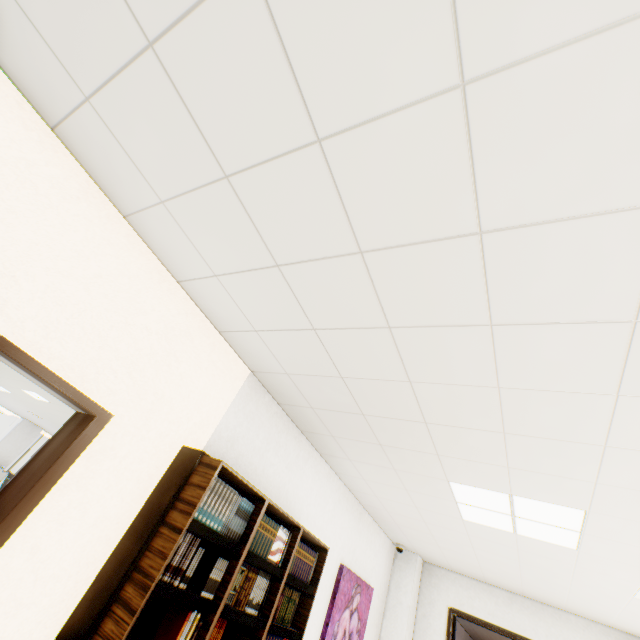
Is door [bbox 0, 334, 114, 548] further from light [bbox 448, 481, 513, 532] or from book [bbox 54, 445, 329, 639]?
light [bbox 448, 481, 513, 532]

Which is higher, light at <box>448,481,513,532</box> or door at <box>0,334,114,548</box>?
light at <box>448,481,513,532</box>

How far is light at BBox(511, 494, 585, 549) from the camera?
2.6 meters

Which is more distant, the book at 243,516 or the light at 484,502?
the light at 484,502

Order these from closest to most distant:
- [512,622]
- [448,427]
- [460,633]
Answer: [448,427] → [512,622] → [460,633]

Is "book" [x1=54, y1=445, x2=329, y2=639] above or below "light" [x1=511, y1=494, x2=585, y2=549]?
below

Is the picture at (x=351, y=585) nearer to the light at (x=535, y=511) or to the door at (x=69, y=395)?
the light at (x=535, y=511)
